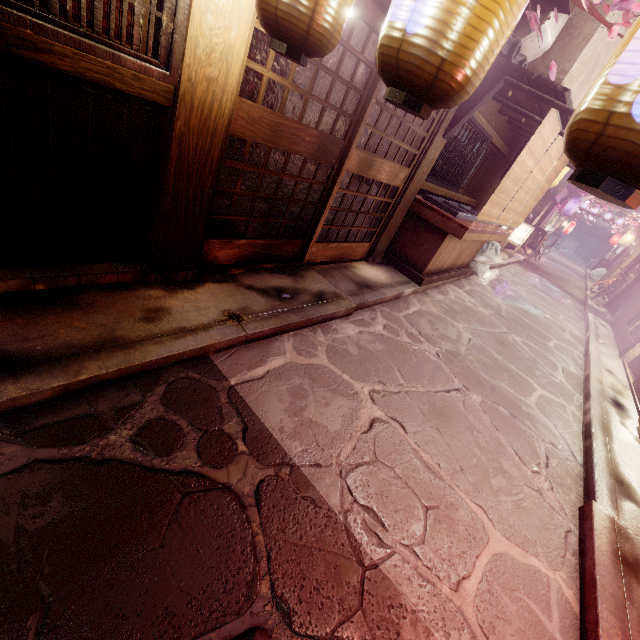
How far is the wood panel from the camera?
10.4 meters

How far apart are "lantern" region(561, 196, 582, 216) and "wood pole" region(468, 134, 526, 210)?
26.50m

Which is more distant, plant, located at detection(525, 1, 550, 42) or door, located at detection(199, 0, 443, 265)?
door, located at detection(199, 0, 443, 265)

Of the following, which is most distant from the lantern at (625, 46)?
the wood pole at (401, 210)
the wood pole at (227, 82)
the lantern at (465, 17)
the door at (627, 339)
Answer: the door at (627, 339)

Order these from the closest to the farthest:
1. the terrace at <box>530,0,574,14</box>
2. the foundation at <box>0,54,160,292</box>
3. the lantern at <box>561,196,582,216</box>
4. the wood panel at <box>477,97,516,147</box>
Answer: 1. the foundation at <box>0,54,160,292</box>
2. the terrace at <box>530,0,574,14</box>
3. the wood panel at <box>477,97,516,147</box>
4. the lantern at <box>561,196,582,216</box>

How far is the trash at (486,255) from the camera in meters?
15.2 m

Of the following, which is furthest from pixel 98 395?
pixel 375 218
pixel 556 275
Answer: pixel 556 275

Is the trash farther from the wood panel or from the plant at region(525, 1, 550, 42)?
the plant at region(525, 1, 550, 42)
